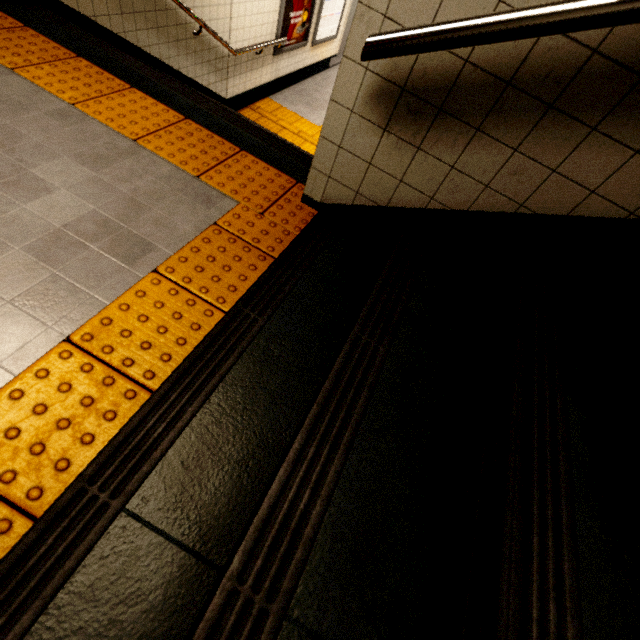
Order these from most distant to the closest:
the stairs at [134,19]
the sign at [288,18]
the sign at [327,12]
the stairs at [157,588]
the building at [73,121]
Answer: the sign at [327,12] → the sign at [288,18] → the stairs at [134,19] → the building at [73,121] → the stairs at [157,588]

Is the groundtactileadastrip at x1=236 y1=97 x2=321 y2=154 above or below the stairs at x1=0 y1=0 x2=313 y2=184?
below

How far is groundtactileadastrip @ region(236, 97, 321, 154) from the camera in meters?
5.7 m

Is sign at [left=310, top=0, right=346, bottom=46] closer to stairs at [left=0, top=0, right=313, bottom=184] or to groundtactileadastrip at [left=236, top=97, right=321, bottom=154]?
groundtactileadastrip at [left=236, top=97, right=321, bottom=154]

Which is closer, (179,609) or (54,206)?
(179,609)

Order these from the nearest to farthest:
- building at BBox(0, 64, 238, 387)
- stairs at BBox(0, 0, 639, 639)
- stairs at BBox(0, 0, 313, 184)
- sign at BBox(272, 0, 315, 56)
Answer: stairs at BBox(0, 0, 639, 639)
building at BBox(0, 64, 238, 387)
stairs at BBox(0, 0, 313, 184)
sign at BBox(272, 0, 315, 56)

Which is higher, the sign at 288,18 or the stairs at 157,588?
the stairs at 157,588

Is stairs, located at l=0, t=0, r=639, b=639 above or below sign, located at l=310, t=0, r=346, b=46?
above
